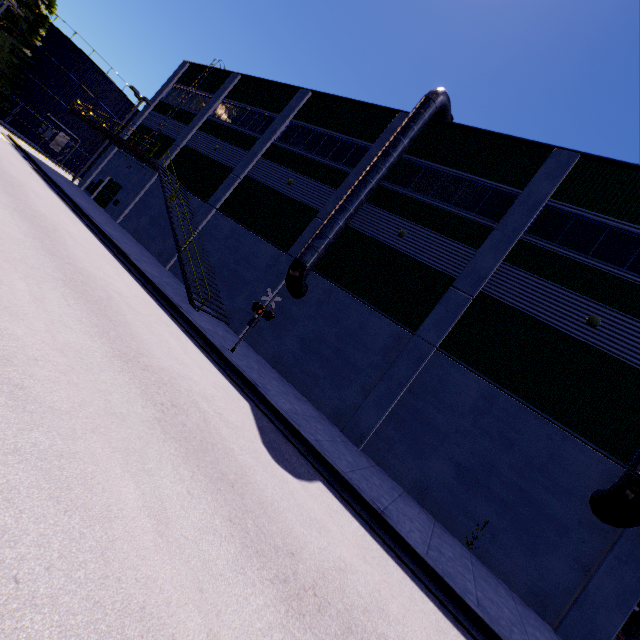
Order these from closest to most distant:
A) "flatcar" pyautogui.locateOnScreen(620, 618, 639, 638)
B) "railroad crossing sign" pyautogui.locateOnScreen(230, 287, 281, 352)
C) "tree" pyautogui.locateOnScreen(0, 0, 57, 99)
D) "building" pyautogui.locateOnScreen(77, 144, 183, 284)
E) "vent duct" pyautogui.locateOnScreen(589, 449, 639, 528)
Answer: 1. "vent duct" pyautogui.locateOnScreen(589, 449, 639, 528)
2. "flatcar" pyautogui.locateOnScreen(620, 618, 639, 638)
3. "railroad crossing sign" pyautogui.locateOnScreen(230, 287, 281, 352)
4. "building" pyautogui.locateOnScreen(77, 144, 183, 284)
5. "tree" pyautogui.locateOnScreen(0, 0, 57, 99)

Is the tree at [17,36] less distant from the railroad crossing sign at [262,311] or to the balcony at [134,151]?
the balcony at [134,151]

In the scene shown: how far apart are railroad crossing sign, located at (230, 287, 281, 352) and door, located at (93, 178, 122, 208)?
21.7m

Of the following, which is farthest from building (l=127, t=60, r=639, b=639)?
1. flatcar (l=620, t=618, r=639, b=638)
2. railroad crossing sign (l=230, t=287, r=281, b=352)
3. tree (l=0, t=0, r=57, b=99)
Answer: tree (l=0, t=0, r=57, b=99)

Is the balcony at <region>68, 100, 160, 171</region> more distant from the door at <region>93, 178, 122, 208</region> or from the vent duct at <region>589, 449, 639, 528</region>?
the vent duct at <region>589, 449, 639, 528</region>

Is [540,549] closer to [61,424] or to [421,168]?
[61,424]

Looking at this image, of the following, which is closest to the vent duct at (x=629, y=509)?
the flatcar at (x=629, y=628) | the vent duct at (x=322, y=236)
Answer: the flatcar at (x=629, y=628)

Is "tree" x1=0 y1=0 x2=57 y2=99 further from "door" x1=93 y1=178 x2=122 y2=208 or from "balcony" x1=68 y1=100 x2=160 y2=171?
"door" x1=93 y1=178 x2=122 y2=208
